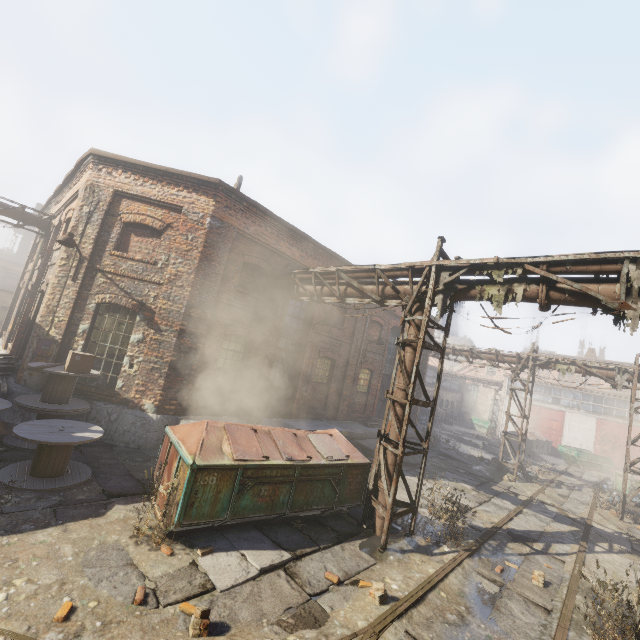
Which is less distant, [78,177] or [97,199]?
[97,199]

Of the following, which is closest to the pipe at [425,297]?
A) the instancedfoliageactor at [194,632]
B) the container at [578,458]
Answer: the instancedfoliageactor at [194,632]

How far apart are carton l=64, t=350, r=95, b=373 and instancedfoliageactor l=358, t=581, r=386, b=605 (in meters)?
8.16

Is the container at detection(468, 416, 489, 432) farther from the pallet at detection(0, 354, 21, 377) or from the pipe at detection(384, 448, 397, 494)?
the pallet at detection(0, 354, 21, 377)

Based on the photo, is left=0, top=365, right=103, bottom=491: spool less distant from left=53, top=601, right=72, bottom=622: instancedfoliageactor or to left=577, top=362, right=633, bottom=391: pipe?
left=53, top=601, right=72, bottom=622: instancedfoliageactor

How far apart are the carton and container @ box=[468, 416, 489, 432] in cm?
3920

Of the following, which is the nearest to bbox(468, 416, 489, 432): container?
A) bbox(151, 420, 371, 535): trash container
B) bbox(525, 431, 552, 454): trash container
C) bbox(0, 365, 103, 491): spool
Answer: bbox(525, 431, 552, 454): trash container

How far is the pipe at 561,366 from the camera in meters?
15.2 m
